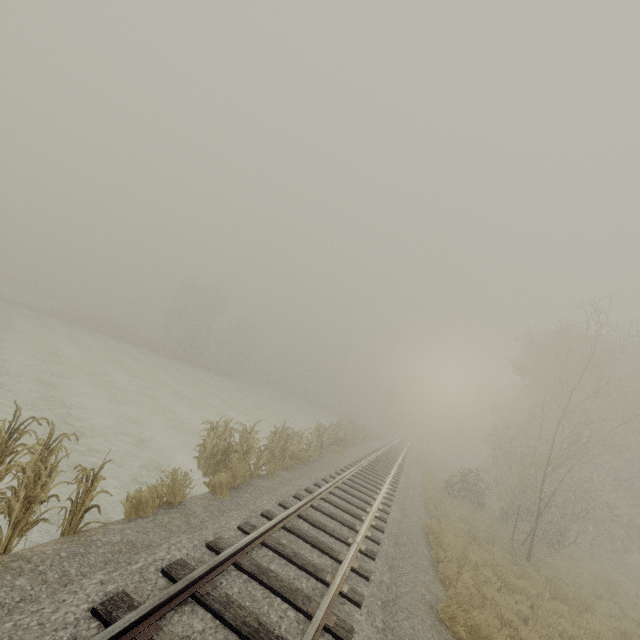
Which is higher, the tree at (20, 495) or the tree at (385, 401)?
the tree at (385, 401)

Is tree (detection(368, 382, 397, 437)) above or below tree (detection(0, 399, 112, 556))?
above

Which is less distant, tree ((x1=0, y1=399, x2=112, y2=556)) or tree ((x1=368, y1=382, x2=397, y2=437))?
tree ((x1=0, y1=399, x2=112, y2=556))

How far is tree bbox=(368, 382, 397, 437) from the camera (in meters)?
49.14

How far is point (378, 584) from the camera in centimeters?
611cm

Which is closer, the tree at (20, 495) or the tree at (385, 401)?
the tree at (20, 495)
